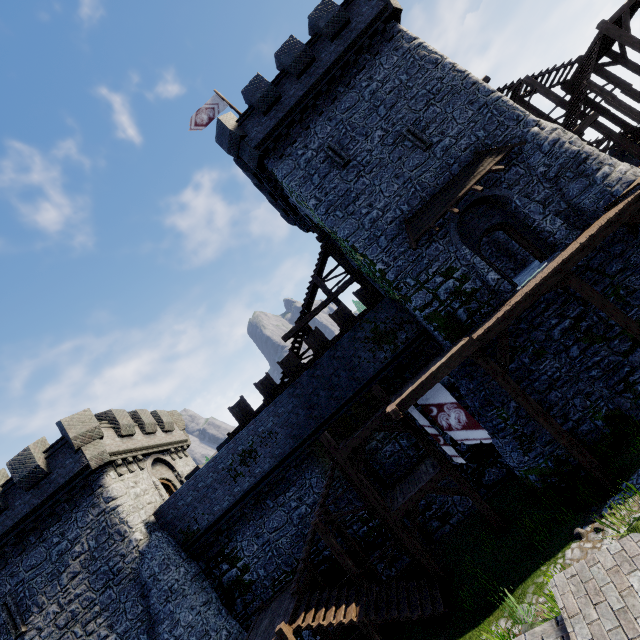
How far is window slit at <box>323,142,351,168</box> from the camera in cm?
1620

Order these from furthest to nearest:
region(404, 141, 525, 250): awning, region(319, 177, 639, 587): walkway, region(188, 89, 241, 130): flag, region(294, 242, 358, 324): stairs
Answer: region(188, 89, 241, 130): flag
region(294, 242, 358, 324): stairs
region(404, 141, 525, 250): awning
region(319, 177, 639, 587): walkway

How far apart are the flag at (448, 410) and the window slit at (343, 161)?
11.30m

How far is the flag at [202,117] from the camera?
20.0m

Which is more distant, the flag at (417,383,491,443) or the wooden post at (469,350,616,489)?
the flag at (417,383,491,443)

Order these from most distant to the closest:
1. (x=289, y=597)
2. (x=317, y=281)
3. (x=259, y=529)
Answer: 1. (x=317, y=281)
2. (x=259, y=529)
3. (x=289, y=597)

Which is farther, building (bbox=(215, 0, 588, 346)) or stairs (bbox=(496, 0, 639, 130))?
stairs (bbox=(496, 0, 639, 130))

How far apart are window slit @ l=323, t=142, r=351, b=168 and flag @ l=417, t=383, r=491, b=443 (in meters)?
11.30
